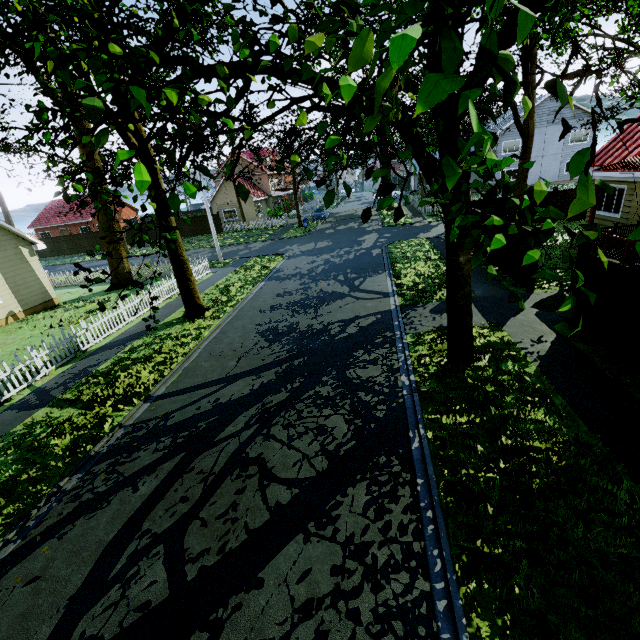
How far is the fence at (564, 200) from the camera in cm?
1948

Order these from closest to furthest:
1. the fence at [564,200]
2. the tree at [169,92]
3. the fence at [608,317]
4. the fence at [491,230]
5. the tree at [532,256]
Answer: the tree at [169,92] < the tree at [532,256] < the fence at [608,317] < the fence at [491,230] < the fence at [564,200]

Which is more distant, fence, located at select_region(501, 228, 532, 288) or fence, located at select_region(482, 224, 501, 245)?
fence, located at select_region(482, 224, 501, 245)

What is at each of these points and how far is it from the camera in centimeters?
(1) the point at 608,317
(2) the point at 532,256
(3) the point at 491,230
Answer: (1) fence, 750cm
(2) tree, 261cm
(3) fence, 1467cm

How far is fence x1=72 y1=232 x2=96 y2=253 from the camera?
39.4 meters

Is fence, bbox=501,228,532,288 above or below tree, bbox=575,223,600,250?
below

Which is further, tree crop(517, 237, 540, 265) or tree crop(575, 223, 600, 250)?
tree crop(517, 237, 540, 265)
